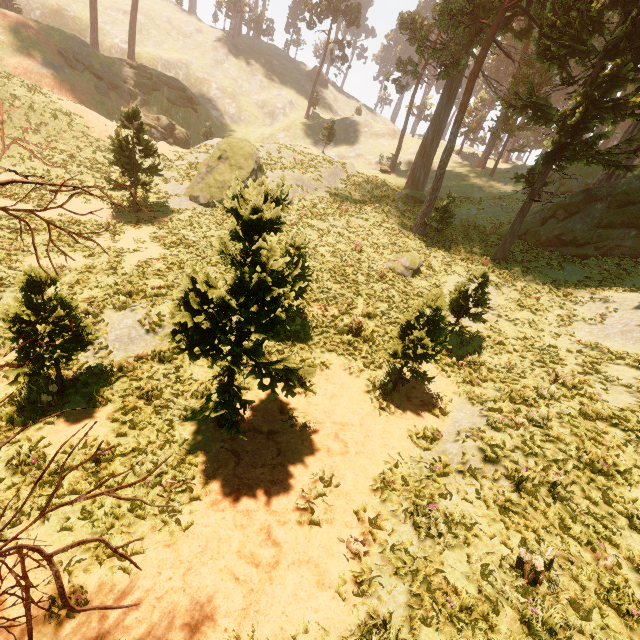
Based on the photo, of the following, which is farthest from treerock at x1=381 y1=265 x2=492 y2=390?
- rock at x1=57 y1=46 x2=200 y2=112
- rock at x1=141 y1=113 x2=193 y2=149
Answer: rock at x1=141 y1=113 x2=193 y2=149

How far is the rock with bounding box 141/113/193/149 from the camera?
36.16m

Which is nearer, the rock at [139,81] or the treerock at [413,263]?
the treerock at [413,263]

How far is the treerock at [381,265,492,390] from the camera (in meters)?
9.44

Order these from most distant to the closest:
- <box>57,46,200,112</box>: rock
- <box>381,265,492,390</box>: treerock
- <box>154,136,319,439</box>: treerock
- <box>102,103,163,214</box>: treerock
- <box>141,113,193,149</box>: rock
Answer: <box>141,113,193,149</box>: rock, <box>57,46,200,112</box>: rock, <box>102,103,163,214</box>: treerock, <box>381,265,492,390</box>: treerock, <box>154,136,319,439</box>: treerock

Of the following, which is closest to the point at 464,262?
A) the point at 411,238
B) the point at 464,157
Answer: the point at 411,238

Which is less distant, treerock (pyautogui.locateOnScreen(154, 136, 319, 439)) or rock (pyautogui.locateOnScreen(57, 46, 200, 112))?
treerock (pyautogui.locateOnScreen(154, 136, 319, 439))

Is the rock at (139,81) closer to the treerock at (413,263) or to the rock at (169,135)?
the rock at (169,135)
